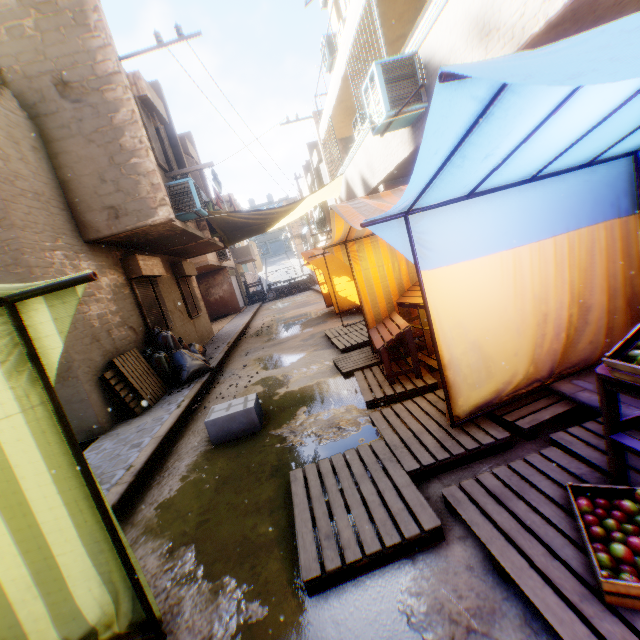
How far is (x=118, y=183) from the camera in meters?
6.8

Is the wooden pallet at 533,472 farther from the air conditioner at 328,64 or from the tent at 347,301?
the air conditioner at 328,64

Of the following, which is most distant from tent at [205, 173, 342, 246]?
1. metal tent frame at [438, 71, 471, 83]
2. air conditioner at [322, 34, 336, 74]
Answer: air conditioner at [322, 34, 336, 74]

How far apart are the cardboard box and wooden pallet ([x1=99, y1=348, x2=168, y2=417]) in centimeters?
180cm

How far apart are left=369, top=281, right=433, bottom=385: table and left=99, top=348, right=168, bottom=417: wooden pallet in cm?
385

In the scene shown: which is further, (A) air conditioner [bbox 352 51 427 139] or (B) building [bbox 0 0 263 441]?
(B) building [bbox 0 0 263 441]

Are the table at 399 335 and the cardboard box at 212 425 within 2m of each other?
yes

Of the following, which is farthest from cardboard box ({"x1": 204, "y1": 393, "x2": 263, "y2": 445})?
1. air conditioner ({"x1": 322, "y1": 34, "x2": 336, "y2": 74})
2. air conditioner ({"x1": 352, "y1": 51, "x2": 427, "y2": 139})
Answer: air conditioner ({"x1": 322, "y1": 34, "x2": 336, "y2": 74})
